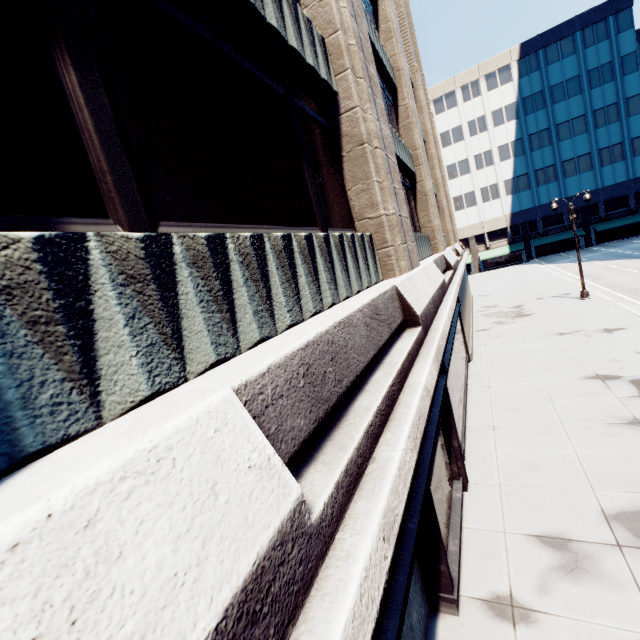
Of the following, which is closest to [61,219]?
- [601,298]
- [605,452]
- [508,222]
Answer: [605,452]
